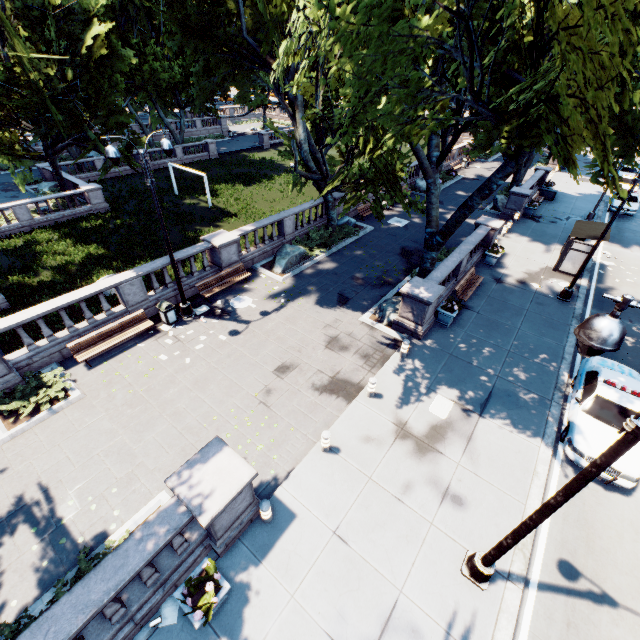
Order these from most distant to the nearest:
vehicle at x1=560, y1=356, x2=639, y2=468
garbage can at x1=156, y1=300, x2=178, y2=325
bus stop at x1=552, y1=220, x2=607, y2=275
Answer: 1. bus stop at x1=552, y1=220, x2=607, y2=275
2. garbage can at x1=156, y1=300, x2=178, y2=325
3. vehicle at x1=560, y1=356, x2=639, y2=468

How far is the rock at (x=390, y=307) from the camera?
14.8m

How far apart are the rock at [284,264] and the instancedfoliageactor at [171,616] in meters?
14.0 m

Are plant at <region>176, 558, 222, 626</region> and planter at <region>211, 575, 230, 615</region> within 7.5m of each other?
yes

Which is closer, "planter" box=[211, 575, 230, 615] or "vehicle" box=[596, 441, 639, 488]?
"planter" box=[211, 575, 230, 615]

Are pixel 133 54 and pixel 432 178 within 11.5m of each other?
no

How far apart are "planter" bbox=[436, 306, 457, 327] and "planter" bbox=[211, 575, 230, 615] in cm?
1222

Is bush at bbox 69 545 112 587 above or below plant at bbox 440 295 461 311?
below
